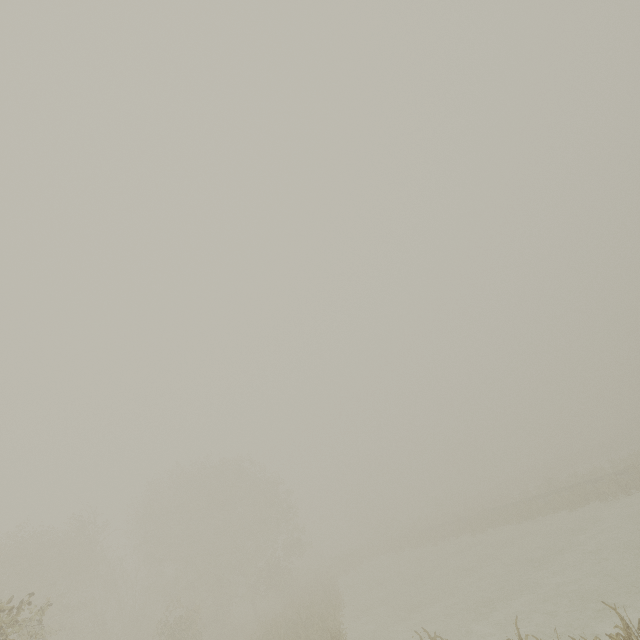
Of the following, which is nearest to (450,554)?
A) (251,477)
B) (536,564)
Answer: (536,564)
